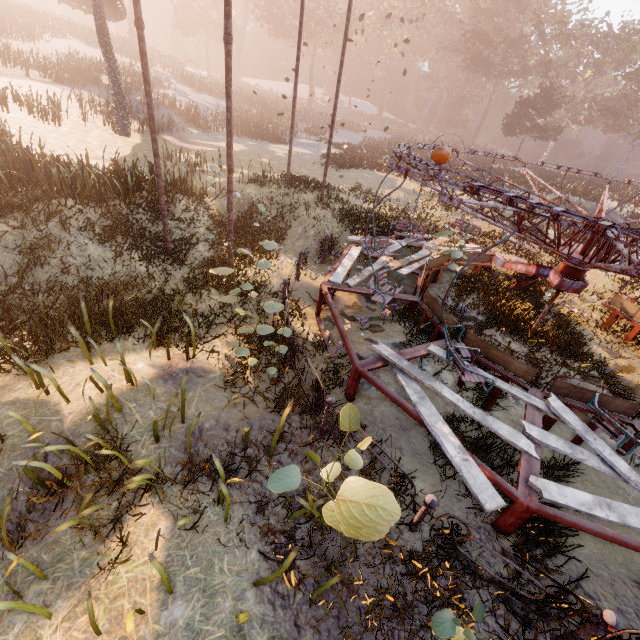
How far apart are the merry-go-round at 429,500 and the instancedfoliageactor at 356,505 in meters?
1.0 m

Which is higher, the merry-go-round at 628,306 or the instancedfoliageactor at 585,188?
the instancedfoliageactor at 585,188

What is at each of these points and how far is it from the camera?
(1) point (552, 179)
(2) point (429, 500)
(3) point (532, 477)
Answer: (1) instancedfoliageactor, 27.45m
(2) merry-go-round, 4.09m
(3) merry-go-round, 4.59m

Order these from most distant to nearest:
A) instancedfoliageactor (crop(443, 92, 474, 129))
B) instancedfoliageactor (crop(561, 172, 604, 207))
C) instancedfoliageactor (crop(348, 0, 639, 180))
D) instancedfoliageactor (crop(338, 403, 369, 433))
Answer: instancedfoliageactor (crop(443, 92, 474, 129)) → instancedfoliageactor (crop(348, 0, 639, 180)) → instancedfoliageactor (crop(561, 172, 604, 207)) → instancedfoliageactor (crop(338, 403, 369, 433))

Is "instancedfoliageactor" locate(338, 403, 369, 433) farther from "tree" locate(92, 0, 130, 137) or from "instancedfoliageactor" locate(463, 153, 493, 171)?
"instancedfoliageactor" locate(463, 153, 493, 171)

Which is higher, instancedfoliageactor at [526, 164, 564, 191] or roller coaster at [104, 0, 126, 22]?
roller coaster at [104, 0, 126, 22]

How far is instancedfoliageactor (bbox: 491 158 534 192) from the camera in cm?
2763

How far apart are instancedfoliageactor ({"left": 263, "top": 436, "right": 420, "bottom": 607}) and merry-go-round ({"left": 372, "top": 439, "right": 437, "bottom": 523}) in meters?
1.0
